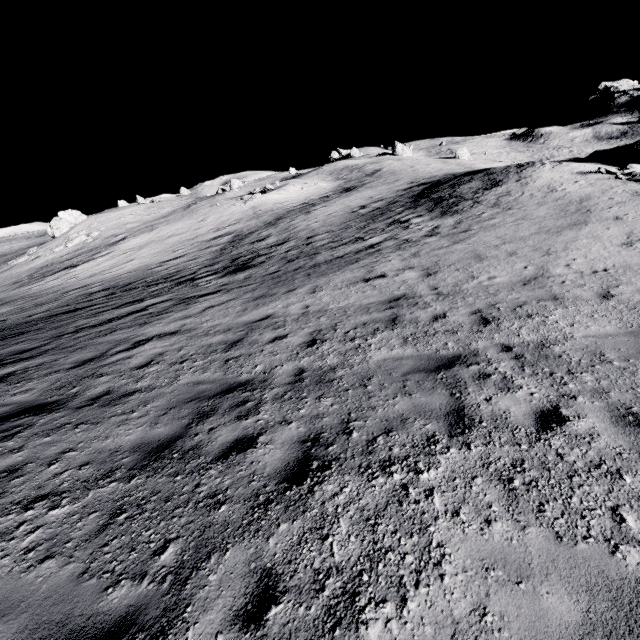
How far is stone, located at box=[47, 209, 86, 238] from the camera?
45.9 meters

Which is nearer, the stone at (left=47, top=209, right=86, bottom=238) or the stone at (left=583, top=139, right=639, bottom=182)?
the stone at (left=583, top=139, right=639, bottom=182)

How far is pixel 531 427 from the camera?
4.1m

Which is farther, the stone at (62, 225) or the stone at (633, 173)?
the stone at (62, 225)

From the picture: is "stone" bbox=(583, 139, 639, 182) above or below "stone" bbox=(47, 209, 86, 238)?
below

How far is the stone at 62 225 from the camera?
45.94m
